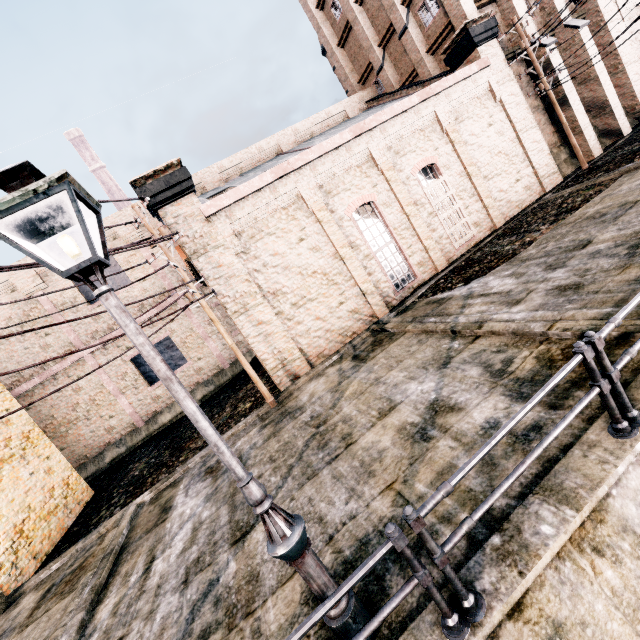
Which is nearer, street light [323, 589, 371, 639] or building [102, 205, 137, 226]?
street light [323, 589, 371, 639]

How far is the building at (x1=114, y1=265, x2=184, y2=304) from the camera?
21.2m

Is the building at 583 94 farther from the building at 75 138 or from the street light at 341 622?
the building at 75 138

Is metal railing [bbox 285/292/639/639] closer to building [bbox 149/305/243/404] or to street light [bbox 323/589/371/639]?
street light [bbox 323/589/371/639]

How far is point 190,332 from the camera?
22.34m

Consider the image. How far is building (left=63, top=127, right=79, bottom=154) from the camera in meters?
59.5
